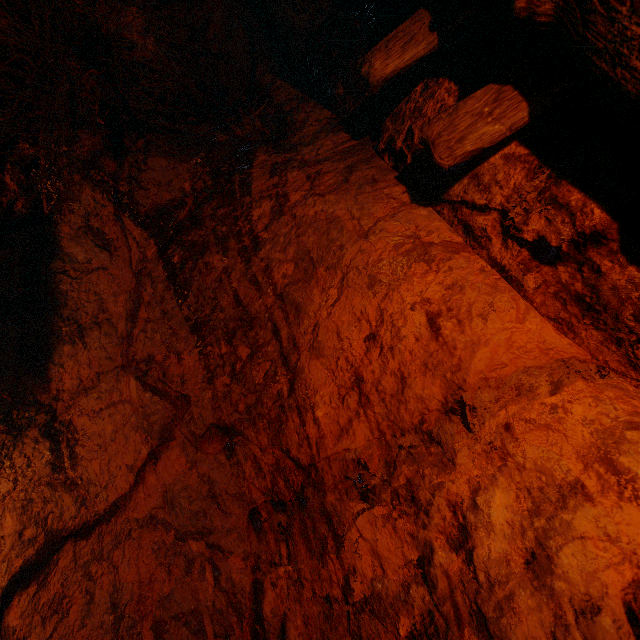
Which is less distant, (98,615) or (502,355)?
(502,355)
